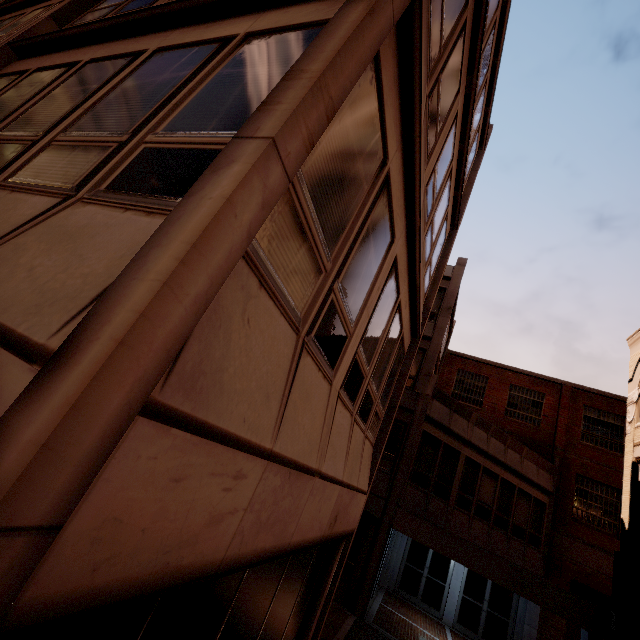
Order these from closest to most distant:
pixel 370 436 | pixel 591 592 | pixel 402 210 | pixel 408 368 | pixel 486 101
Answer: pixel 402 210
pixel 370 436
pixel 408 368
pixel 486 101
pixel 591 592
